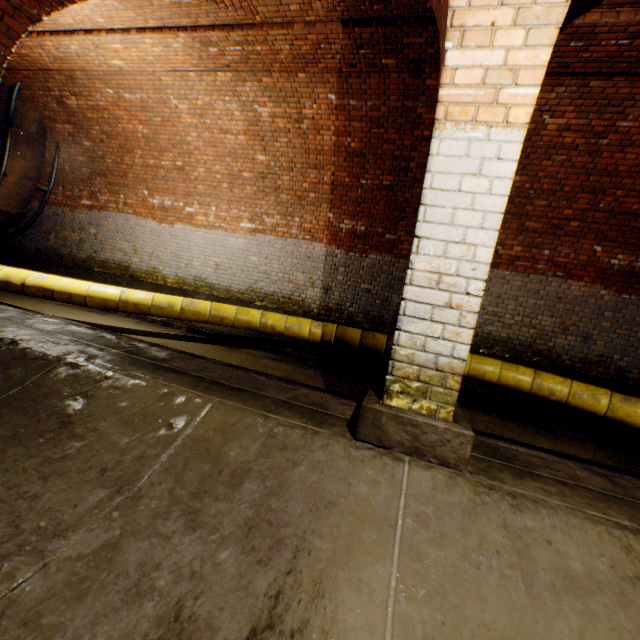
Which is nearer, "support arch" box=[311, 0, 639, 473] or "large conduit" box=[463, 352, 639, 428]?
"support arch" box=[311, 0, 639, 473]

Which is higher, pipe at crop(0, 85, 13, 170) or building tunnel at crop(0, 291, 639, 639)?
pipe at crop(0, 85, 13, 170)

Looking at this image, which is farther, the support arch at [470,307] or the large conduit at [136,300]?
Answer: the large conduit at [136,300]

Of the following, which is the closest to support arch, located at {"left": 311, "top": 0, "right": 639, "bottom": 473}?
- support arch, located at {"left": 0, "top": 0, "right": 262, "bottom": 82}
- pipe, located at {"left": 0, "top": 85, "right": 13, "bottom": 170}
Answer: support arch, located at {"left": 0, "top": 0, "right": 262, "bottom": 82}

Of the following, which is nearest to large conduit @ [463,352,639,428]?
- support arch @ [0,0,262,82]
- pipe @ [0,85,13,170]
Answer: support arch @ [0,0,262,82]

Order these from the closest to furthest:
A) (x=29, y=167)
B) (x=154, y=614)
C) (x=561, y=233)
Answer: (x=154, y=614) → (x=561, y=233) → (x=29, y=167)

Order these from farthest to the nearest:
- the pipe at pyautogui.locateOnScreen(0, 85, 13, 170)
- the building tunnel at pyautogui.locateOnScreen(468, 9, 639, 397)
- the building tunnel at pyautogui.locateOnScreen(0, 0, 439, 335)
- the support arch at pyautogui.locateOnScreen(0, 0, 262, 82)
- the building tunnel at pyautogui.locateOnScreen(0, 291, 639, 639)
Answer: the pipe at pyautogui.locateOnScreen(0, 85, 13, 170) < the building tunnel at pyautogui.locateOnScreen(0, 0, 439, 335) < the building tunnel at pyautogui.locateOnScreen(468, 9, 639, 397) < the support arch at pyautogui.locateOnScreen(0, 0, 262, 82) < the building tunnel at pyautogui.locateOnScreen(0, 291, 639, 639)

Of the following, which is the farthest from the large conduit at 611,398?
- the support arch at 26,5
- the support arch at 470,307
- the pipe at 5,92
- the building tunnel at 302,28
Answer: the support arch at 470,307
